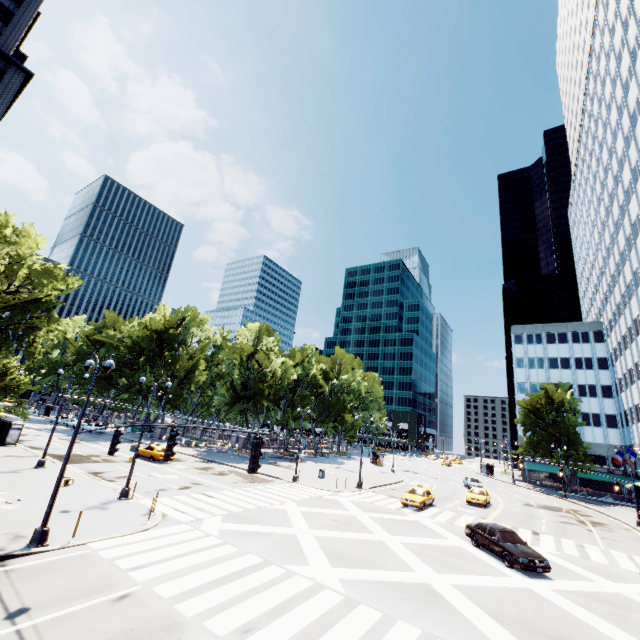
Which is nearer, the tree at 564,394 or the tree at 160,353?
the tree at 564,394

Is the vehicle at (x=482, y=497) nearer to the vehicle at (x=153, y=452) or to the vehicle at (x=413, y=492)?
the vehicle at (x=413, y=492)

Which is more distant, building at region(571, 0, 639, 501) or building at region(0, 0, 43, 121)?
building at region(571, 0, 639, 501)

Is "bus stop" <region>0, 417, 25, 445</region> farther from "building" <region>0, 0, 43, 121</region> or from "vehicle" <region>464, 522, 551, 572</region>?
"vehicle" <region>464, 522, 551, 572</region>

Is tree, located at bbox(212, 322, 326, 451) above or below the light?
above

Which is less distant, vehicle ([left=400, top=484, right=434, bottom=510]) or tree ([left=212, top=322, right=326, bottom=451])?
vehicle ([left=400, top=484, right=434, bottom=510])

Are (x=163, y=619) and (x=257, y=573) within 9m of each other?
yes

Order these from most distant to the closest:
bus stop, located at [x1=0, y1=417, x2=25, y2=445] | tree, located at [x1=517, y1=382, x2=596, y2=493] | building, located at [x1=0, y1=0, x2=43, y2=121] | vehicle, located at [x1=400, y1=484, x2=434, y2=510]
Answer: tree, located at [x1=517, y1=382, x2=596, y2=493] < building, located at [x1=0, y1=0, x2=43, y2=121] < bus stop, located at [x1=0, y1=417, x2=25, y2=445] < vehicle, located at [x1=400, y1=484, x2=434, y2=510]
